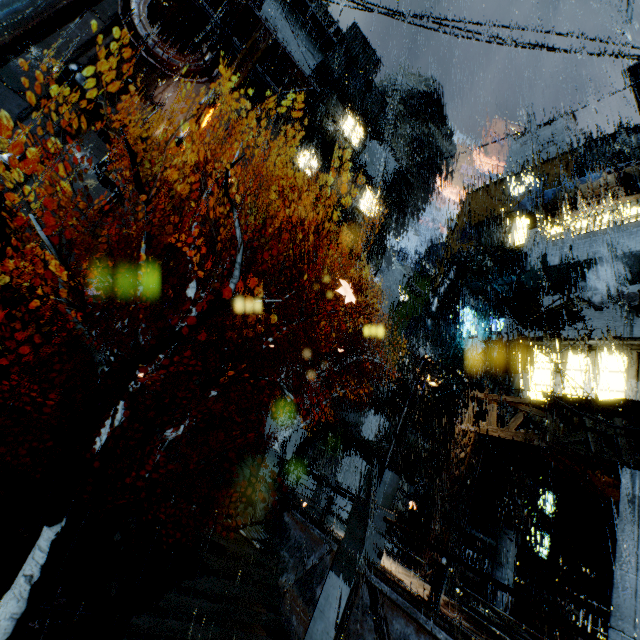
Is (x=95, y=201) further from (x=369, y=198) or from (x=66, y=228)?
(x=369, y=198)

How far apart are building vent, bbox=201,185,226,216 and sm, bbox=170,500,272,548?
24.3m

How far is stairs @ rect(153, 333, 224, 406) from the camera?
19.1 meters

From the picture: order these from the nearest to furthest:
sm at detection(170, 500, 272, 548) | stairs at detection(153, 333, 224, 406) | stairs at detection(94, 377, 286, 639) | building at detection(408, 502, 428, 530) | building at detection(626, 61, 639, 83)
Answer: stairs at detection(94, 377, 286, 639)
sm at detection(170, 500, 272, 548)
stairs at detection(153, 333, 224, 406)
building at detection(408, 502, 428, 530)
building at detection(626, 61, 639, 83)

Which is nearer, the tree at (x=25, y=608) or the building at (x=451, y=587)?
the tree at (x=25, y=608)

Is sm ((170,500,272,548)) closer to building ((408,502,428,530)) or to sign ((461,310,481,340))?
building ((408,502,428,530))

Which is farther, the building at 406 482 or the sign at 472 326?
the sign at 472 326

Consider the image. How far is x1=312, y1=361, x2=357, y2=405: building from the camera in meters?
26.2
